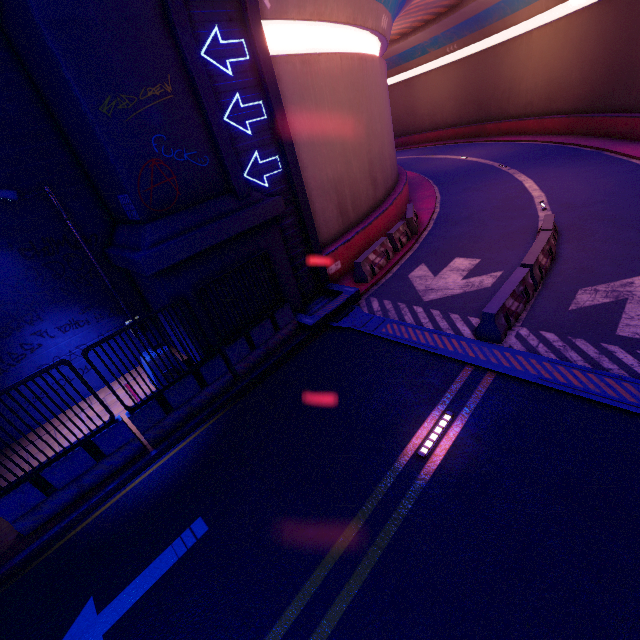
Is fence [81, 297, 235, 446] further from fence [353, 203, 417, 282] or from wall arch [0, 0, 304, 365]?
fence [353, 203, 417, 282]

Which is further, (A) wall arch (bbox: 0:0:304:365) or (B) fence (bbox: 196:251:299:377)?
(B) fence (bbox: 196:251:299:377)

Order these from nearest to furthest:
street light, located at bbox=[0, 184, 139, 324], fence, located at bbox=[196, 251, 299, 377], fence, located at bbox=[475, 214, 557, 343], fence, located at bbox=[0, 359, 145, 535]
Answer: fence, located at bbox=[0, 359, 145, 535] → street light, located at bbox=[0, 184, 139, 324] → fence, located at bbox=[475, 214, 557, 343] → fence, located at bbox=[196, 251, 299, 377]

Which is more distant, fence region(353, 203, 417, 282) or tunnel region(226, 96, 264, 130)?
fence region(353, 203, 417, 282)

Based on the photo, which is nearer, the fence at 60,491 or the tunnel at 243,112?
the fence at 60,491

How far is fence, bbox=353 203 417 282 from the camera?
12.2 meters

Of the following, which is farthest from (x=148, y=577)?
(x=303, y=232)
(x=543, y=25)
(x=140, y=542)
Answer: (x=543, y=25)

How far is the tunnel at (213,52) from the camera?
8.00m
